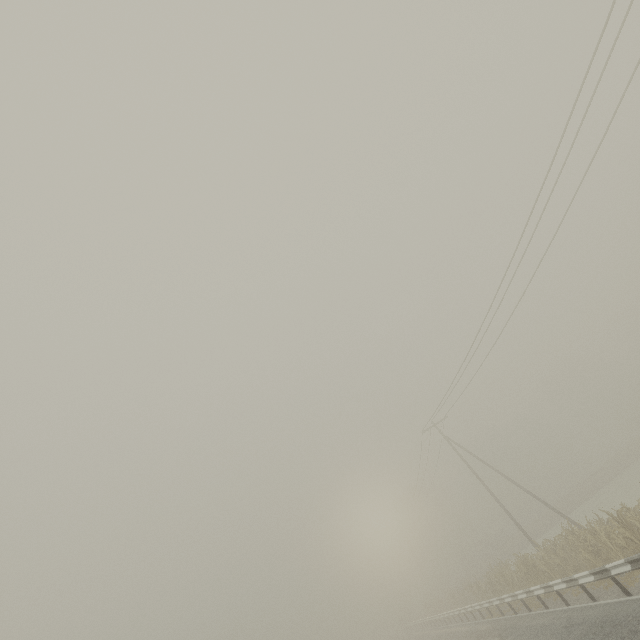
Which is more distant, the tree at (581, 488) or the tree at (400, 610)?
the tree at (400, 610)

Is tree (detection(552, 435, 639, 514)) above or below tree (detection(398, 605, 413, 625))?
below

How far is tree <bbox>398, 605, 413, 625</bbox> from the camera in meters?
55.7 m

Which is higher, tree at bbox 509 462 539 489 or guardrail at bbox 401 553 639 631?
tree at bbox 509 462 539 489

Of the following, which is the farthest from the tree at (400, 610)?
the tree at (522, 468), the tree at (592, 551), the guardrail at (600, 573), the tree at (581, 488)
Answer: the tree at (581, 488)

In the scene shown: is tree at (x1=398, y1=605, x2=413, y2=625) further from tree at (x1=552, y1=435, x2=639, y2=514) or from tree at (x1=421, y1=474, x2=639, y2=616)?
tree at (x1=552, y1=435, x2=639, y2=514)

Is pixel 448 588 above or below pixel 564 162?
below

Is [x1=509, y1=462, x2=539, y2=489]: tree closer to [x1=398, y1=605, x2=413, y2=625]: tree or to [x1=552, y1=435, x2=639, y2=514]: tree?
Result: [x1=552, y1=435, x2=639, y2=514]: tree
